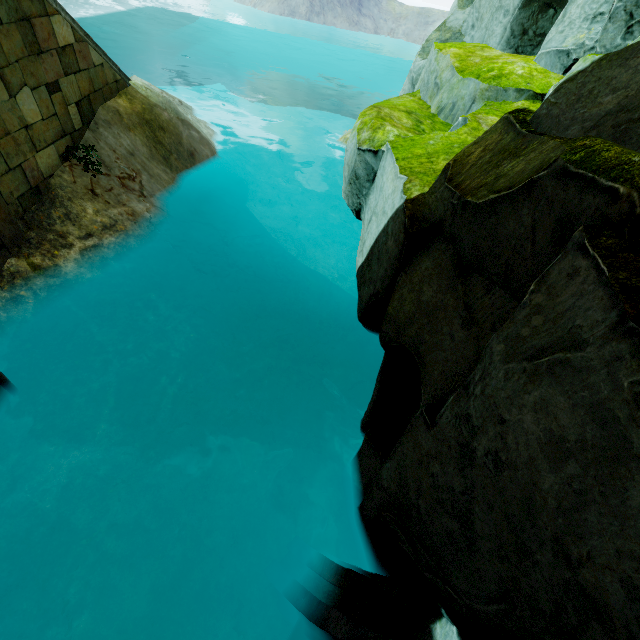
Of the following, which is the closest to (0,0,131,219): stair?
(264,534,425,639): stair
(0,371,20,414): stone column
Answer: (0,371,20,414): stone column

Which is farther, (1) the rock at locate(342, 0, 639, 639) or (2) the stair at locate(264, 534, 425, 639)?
(2) the stair at locate(264, 534, 425, 639)

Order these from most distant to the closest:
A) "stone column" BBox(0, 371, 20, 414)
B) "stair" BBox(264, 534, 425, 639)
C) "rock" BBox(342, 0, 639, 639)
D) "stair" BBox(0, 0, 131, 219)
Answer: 1. "stair" BBox(0, 0, 131, 219)
2. "stone column" BBox(0, 371, 20, 414)
3. "stair" BBox(264, 534, 425, 639)
4. "rock" BBox(342, 0, 639, 639)

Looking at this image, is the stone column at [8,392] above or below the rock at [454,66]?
below

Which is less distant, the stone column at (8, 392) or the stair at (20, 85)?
the stone column at (8, 392)

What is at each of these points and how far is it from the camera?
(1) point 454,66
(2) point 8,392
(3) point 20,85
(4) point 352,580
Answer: (1) rock, 5.7m
(2) stone column, 3.9m
(3) stair, 4.7m
(4) stair, 3.0m

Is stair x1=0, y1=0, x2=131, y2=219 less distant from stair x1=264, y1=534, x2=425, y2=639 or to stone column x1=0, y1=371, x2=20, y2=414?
stone column x1=0, y1=371, x2=20, y2=414

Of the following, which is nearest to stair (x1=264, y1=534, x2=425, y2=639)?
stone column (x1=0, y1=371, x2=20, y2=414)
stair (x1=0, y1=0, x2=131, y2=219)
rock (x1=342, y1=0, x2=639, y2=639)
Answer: → rock (x1=342, y1=0, x2=639, y2=639)
